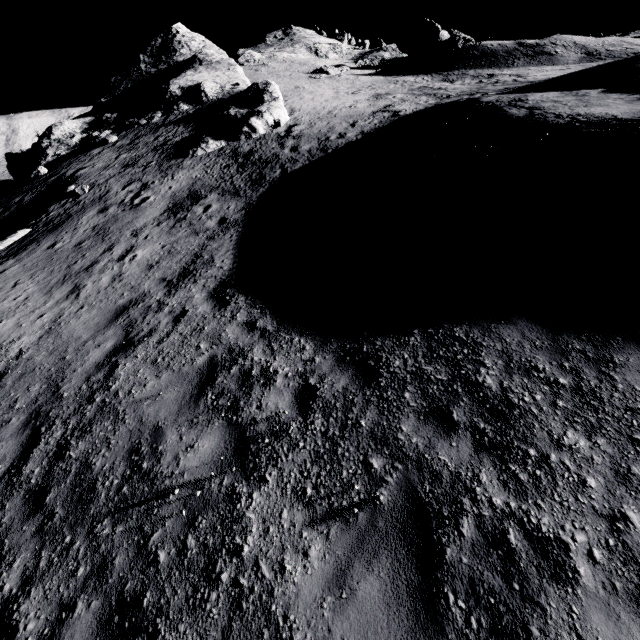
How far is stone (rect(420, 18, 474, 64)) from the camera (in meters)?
35.03

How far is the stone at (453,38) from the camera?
35.0 meters

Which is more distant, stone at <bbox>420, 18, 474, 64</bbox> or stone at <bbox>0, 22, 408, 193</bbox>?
stone at <bbox>420, 18, 474, 64</bbox>

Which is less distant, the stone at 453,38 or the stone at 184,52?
the stone at 184,52

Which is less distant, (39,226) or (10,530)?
(10,530)
